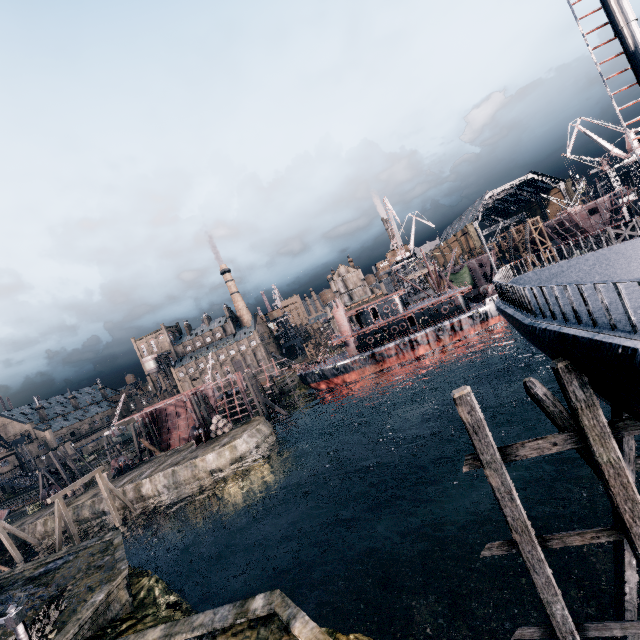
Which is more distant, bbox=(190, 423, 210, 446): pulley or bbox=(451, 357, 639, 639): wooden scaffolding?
bbox=(190, 423, 210, 446): pulley

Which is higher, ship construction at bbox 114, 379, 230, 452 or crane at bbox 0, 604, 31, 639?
crane at bbox 0, 604, 31, 639

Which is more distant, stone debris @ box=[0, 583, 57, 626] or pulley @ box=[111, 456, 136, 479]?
pulley @ box=[111, 456, 136, 479]

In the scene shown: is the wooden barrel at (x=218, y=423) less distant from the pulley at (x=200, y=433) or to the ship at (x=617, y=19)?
the pulley at (x=200, y=433)

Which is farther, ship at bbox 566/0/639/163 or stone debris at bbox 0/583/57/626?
stone debris at bbox 0/583/57/626

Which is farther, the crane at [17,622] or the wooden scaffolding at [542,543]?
the wooden scaffolding at [542,543]

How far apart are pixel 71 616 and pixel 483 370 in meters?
51.3 m

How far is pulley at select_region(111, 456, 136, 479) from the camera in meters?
46.3
